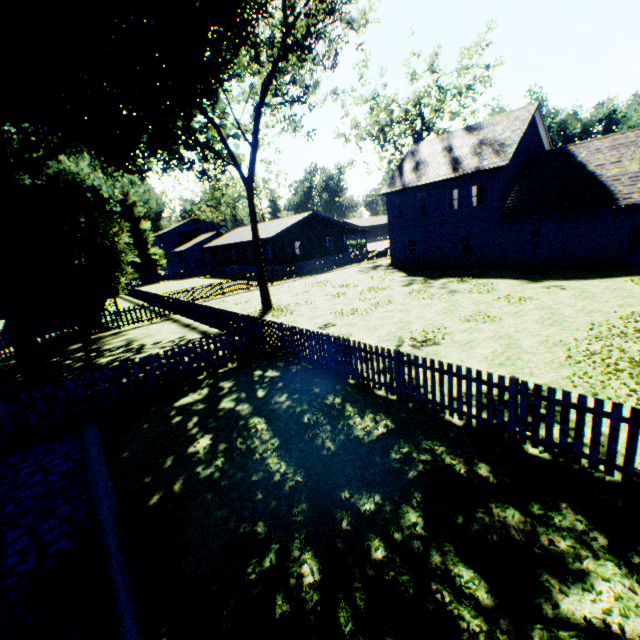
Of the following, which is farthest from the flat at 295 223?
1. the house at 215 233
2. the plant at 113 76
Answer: the plant at 113 76

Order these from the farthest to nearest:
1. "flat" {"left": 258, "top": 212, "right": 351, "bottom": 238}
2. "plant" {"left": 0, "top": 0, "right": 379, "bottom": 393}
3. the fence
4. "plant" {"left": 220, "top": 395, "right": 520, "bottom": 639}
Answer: "flat" {"left": 258, "top": 212, "right": 351, "bottom": 238}, "plant" {"left": 0, "top": 0, "right": 379, "bottom": 393}, the fence, "plant" {"left": 220, "top": 395, "right": 520, "bottom": 639}

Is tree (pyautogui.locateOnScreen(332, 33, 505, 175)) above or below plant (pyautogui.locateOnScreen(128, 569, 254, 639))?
above

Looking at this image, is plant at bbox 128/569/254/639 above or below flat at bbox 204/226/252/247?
below

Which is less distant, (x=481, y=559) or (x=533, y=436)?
(x=481, y=559)

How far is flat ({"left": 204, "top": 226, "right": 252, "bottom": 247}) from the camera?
42.0 meters

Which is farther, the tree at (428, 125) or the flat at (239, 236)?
the flat at (239, 236)

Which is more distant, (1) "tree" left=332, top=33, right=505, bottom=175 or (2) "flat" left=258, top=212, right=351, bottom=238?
(2) "flat" left=258, top=212, right=351, bottom=238
